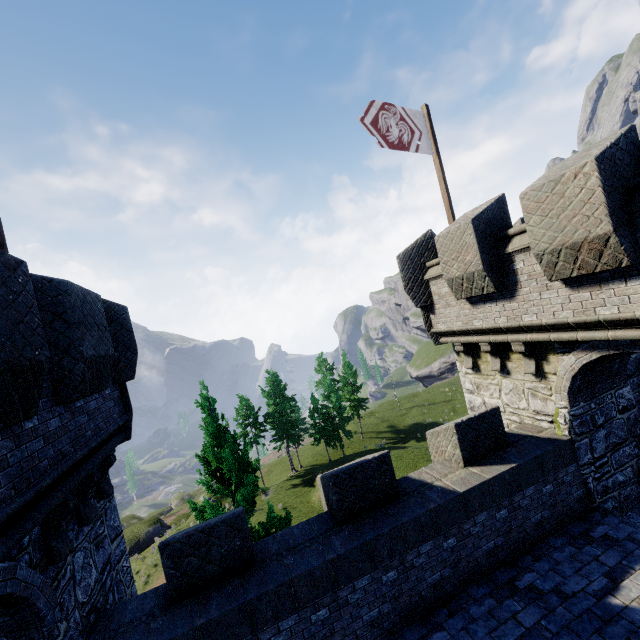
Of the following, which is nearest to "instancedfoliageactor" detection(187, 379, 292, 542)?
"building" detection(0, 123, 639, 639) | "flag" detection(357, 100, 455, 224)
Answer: "building" detection(0, 123, 639, 639)

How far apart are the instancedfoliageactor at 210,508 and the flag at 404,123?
9.6m

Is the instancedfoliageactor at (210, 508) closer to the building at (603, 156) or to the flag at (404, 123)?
the building at (603, 156)

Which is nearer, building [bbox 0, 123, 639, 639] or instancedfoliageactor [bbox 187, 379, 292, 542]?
building [bbox 0, 123, 639, 639]

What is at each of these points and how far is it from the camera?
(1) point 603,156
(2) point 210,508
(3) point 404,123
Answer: (1) building, 5.0m
(2) instancedfoliageactor, 10.5m
(3) flag, 9.4m

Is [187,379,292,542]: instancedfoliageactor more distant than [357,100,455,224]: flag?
Yes

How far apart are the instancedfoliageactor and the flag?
9.6 meters

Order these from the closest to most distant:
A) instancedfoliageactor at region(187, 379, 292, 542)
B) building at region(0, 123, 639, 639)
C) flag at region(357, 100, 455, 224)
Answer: building at region(0, 123, 639, 639) < flag at region(357, 100, 455, 224) < instancedfoliageactor at region(187, 379, 292, 542)
